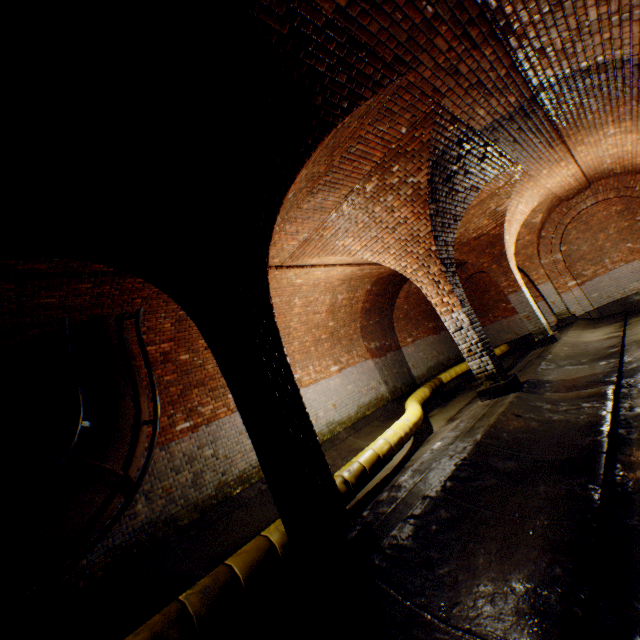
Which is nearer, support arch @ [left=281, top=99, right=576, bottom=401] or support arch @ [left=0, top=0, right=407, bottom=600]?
support arch @ [left=0, top=0, right=407, bottom=600]

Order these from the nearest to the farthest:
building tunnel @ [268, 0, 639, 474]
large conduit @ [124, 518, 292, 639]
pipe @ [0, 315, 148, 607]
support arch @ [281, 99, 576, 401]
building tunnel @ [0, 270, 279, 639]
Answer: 1. large conduit @ [124, 518, 292, 639]
2. building tunnel @ [268, 0, 639, 474]
3. pipe @ [0, 315, 148, 607]
4. building tunnel @ [0, 270, 279, 639]
5. support arch @ [281, 99, 576, 401]

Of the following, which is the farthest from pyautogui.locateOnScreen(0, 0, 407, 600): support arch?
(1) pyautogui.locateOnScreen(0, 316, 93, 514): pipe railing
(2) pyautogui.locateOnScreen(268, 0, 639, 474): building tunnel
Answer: (1) pyautogui.locateOnScreen(0, 316, 93, 514): pipe railing

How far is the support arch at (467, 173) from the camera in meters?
5.4

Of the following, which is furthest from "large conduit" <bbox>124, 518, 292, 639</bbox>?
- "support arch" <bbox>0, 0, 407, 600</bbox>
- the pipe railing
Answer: "support arch" <bbox>0, 0, 407, 600</bbox>

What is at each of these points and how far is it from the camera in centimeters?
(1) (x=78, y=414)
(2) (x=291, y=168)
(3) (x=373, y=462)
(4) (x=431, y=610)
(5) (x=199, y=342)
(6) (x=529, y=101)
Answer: (1) pipe railing, 482cm
(2) support arch, 353cm
(3) large conduit, 523cm
(4) building tunnel, 220cm
(5) building tunnel, 746cm
(6) building tunnel, 518cm

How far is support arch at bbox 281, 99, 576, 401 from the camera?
5.4 meters

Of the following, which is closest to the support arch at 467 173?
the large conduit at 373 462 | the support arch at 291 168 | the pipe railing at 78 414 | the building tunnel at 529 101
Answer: the building tunnel at 529 101
